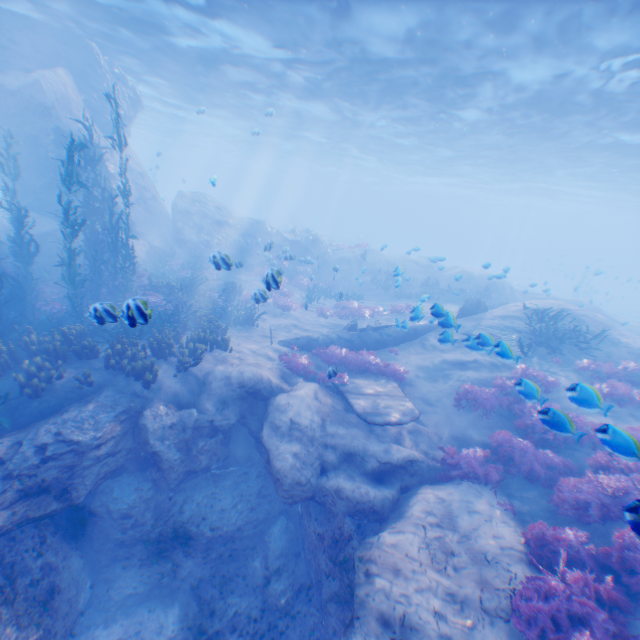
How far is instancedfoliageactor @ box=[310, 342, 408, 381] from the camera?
12.24m

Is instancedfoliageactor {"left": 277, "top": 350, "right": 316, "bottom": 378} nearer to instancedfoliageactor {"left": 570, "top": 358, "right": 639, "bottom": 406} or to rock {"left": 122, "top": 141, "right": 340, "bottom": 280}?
rock {"left": 122, "top": 141, "right": 340, "bottom": 280}

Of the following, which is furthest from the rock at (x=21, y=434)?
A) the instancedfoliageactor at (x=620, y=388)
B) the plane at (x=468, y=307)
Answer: the instancedfoliageactor at (x=620, y=388)

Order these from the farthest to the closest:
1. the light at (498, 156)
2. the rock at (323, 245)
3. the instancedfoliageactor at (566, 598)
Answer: the rock at (323, 245), the light at (498, 156), the instancedfoliageactor at (566, 598)

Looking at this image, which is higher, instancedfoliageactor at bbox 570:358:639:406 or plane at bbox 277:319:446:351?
instancedfoliageactor at bbox 570:358:639:406

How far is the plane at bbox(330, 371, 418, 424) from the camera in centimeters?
857cm

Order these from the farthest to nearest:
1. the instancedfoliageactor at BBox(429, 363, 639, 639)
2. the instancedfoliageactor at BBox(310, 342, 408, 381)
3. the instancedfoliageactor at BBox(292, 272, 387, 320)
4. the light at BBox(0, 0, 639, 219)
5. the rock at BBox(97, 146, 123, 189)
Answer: the instancedfoliageactor at BBox(292, 272, 387, 320)
the rock at BBox(97, 146, 123, 189)
the instancedfoliageactor at BBox(310, 342, 408, 381)
the light at BBox(0, 0, 639, 219)
the instancedfoliageactor at BBox(429, 363, 639, 639)

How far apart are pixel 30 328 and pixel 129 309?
6.90m
